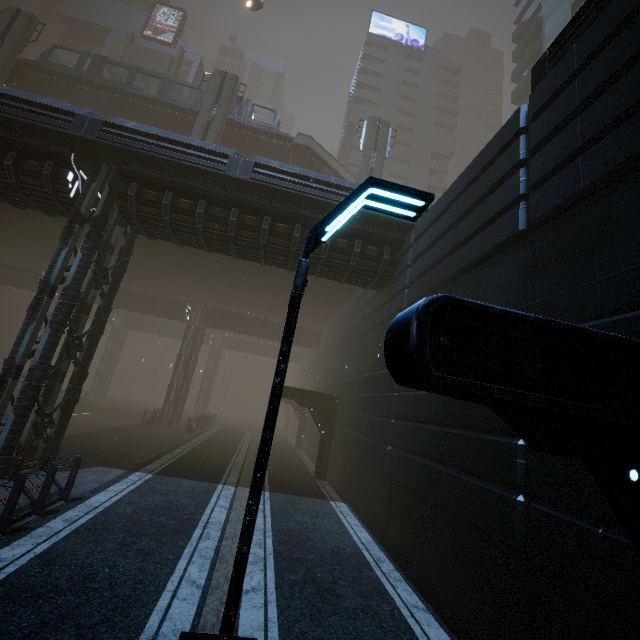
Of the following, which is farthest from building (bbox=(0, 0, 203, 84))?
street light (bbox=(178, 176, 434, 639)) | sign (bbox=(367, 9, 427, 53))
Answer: street light (bbox=(178, 176, 434, 639))

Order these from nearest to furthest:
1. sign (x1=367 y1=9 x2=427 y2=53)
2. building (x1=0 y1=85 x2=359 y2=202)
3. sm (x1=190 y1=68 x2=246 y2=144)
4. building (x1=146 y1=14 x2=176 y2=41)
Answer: building (x1=0 y1=85 x2=359 y2=202)
sm (x1=190 y1=68 x2=246 y2=144)
building (x1=146 y1=14 x2=176 y2=41)
sign (x1=367 y1=9 x2=427 y2=53)

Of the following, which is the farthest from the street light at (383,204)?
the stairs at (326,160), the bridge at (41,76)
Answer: the bridge at (41,76)

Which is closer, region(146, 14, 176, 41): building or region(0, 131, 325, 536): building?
region(0, 131, 325, 536): building

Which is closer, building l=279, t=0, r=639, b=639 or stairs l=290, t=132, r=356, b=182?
building l=279, t=0, r=639, b=639

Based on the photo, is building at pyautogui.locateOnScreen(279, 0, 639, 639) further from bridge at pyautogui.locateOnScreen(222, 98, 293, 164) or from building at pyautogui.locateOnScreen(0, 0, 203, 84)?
bridge at pyautogui.locateOnScreen(222, 98, 293, 164)

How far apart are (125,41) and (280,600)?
61.8 meters

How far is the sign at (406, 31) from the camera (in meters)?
52.66
